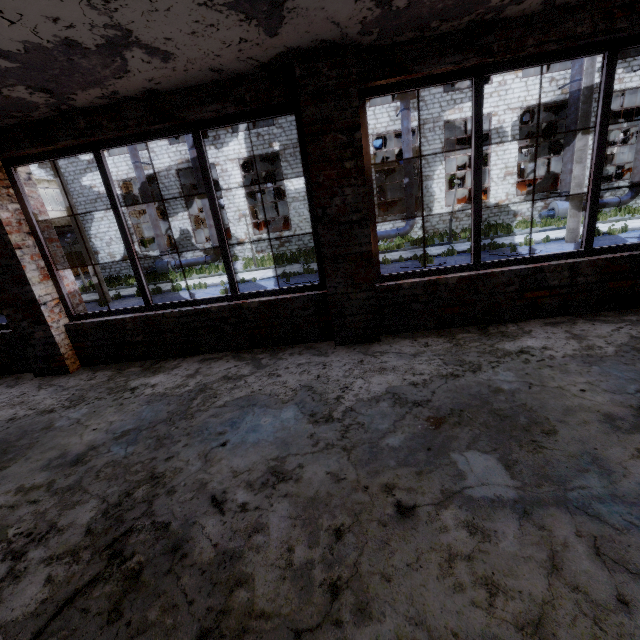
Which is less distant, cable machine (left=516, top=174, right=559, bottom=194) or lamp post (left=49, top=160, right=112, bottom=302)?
lamp post (left=49, top=160, right=112, bottom=302)

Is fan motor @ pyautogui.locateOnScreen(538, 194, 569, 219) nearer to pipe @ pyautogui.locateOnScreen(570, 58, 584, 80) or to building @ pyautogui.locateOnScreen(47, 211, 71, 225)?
pipe @ pyautogui.locateOnScreen(570, 58, 584, 80)

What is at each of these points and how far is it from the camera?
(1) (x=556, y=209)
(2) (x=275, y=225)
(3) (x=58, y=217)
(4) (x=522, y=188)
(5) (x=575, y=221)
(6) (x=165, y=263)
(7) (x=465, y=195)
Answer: (1) fan motor, 20.0 meters
(2) cable machine, 25.8 meters
(3) building, 22.6 meters
(4) cable machine, 23.6 meters
(5) lamp post, 13.4 meters
(6) fan motor, 22.9 meters
(7) cable machine, 24.1 meters

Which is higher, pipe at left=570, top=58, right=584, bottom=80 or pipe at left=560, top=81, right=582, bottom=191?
pipe at left=570, top=58, right=584, bottom=80

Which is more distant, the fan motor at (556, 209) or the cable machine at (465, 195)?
the cable machine at (465, 195)

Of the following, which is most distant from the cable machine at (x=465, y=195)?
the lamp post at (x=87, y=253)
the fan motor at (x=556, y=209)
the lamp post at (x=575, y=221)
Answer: the lamp post at (x=87, y=253)

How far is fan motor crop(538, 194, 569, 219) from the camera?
19.81m

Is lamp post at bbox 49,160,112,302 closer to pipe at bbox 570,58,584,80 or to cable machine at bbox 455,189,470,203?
cable machine at bbox 455,189,470,203
